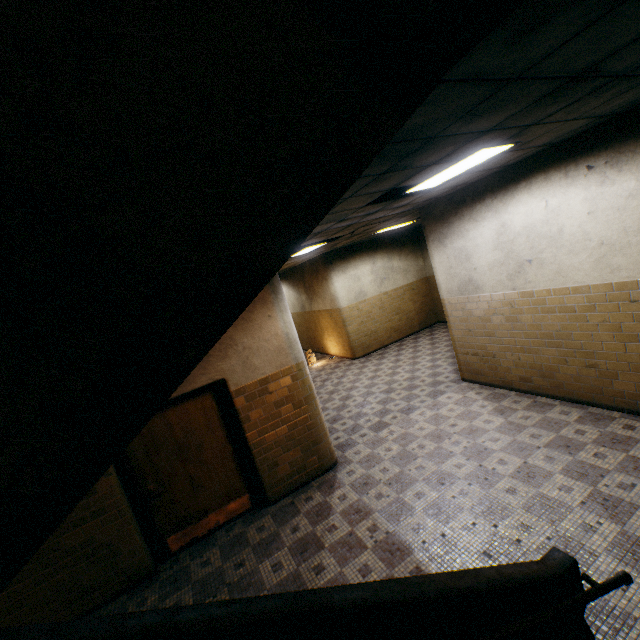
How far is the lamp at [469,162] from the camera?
3.54m

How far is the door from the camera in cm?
453

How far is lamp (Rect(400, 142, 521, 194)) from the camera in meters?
3.5

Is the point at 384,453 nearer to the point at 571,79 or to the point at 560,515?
the point at 560,515

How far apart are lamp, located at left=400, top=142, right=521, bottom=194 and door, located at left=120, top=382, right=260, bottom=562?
3.9m

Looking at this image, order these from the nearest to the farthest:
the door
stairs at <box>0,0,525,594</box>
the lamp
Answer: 1. stairs at <box>0,0,525,594</box>
2. the lamp
3. the door

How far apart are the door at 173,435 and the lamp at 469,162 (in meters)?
3.87

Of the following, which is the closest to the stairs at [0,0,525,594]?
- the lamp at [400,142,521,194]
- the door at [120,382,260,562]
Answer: the door at [120,382,260,562]
